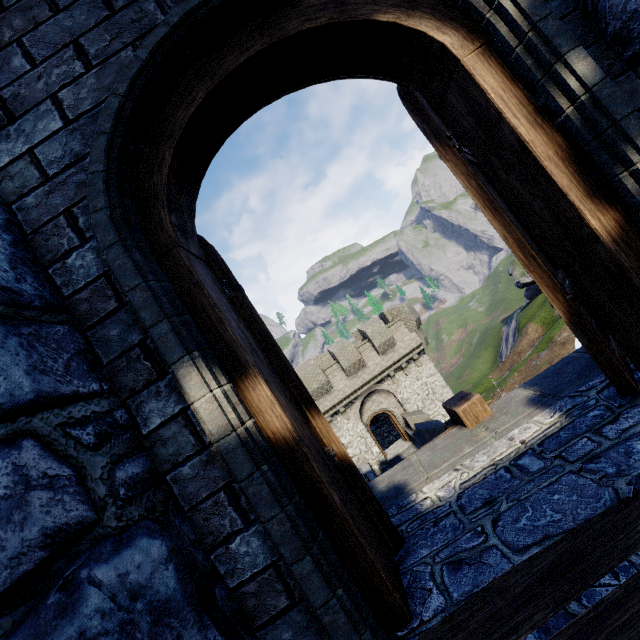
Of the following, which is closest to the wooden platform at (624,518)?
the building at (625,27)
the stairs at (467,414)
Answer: the building at (625,27)

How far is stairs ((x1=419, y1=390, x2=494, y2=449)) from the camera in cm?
261

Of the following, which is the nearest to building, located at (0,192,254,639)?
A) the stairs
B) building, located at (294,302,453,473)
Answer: the stairs

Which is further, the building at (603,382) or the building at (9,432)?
the building at (603,382)

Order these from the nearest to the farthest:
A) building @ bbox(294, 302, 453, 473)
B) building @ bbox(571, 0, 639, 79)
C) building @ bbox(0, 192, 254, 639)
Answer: building @ bbox(0, 192, 254, 639), building @ bbox(571, 0, 639, 79), building @ bbox(294, 302, 453, 473)

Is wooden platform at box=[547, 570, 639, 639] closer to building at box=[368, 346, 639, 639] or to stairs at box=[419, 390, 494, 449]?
building at box=[368, 346, 639, 639]

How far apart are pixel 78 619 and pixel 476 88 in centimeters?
254cm

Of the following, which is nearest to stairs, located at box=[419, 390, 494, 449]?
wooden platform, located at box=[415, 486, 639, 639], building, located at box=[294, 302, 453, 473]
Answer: wooden platform, located at box=[415, 486, 639, 639]
